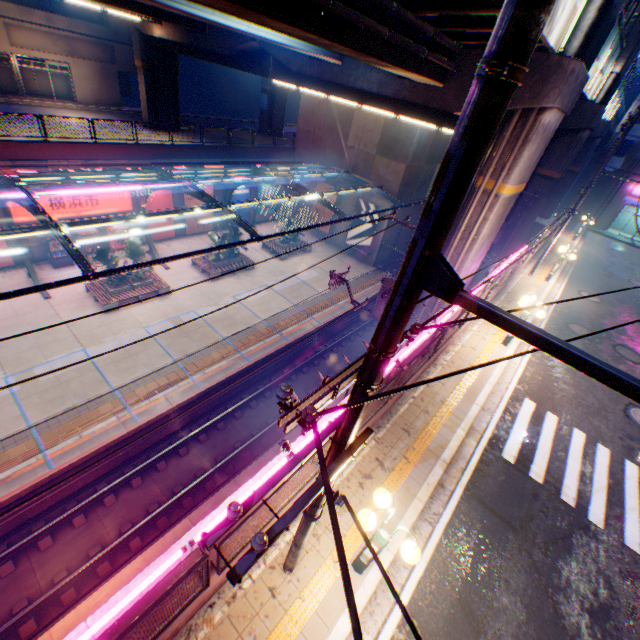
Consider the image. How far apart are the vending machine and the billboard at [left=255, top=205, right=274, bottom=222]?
15.9 meters

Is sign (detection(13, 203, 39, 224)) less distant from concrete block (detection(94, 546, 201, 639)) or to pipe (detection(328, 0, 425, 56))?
pipe (detection(328, 0, 425, 56))

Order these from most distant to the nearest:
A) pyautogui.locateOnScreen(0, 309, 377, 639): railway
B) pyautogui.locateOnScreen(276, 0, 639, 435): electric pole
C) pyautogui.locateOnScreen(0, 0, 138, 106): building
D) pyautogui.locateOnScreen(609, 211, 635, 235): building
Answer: pyautogui.locateOnScreen(609, 211, 635, 235): building < pyautogui.locateOnScreen(0, 0, 138, 106): building < pyautogui.locateOnScreen(0, 309, 377, 639): railway < pyautogui.locateOnScreen(276, 0, 639, 435): electric pole

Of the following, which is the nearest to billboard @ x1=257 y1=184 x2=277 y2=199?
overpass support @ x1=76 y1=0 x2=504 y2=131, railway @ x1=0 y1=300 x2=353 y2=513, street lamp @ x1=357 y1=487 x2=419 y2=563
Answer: overpass support @ x1=76 y1=0 x2=504 y2=131

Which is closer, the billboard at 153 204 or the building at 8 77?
the billboard at 153 204

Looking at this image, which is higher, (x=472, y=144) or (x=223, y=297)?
(x=472, y=144)

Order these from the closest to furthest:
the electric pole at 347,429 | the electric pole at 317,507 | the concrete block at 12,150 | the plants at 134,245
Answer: the electric pole at 317,507
the electric pole at 347,429
the concrete block at 12,150
the plants at 134,245

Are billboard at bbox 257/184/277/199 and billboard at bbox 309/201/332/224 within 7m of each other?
yes
